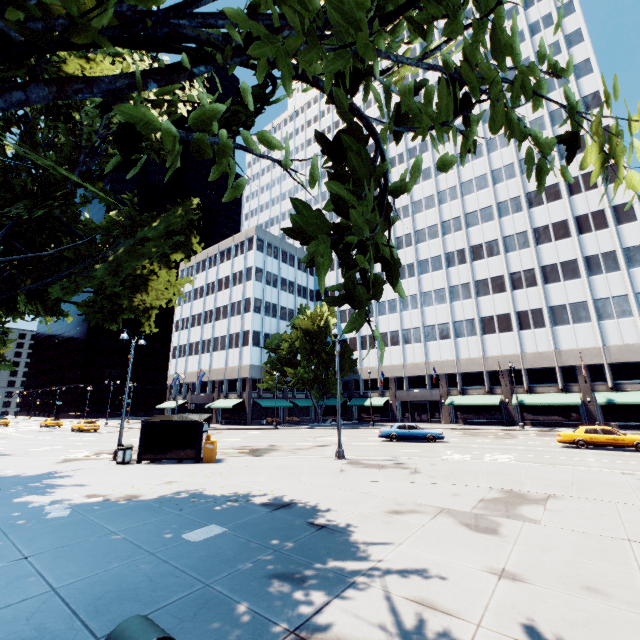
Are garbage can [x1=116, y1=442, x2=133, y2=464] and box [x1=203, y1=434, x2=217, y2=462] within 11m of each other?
yes

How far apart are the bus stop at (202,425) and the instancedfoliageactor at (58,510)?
7.0m

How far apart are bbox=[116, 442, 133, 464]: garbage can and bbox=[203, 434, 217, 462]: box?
3.9m

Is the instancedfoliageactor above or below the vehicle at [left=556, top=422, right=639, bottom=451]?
below

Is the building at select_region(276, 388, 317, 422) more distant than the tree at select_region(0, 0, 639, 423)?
Yes

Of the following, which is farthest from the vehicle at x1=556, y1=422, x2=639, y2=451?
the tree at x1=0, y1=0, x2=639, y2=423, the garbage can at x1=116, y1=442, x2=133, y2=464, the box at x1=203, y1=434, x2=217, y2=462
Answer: the garbage can at x1=116, y1=442, x2=133, y2=464

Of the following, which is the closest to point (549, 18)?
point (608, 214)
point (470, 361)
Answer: point (608, 214)

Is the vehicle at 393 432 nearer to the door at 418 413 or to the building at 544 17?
the building at 544 17
